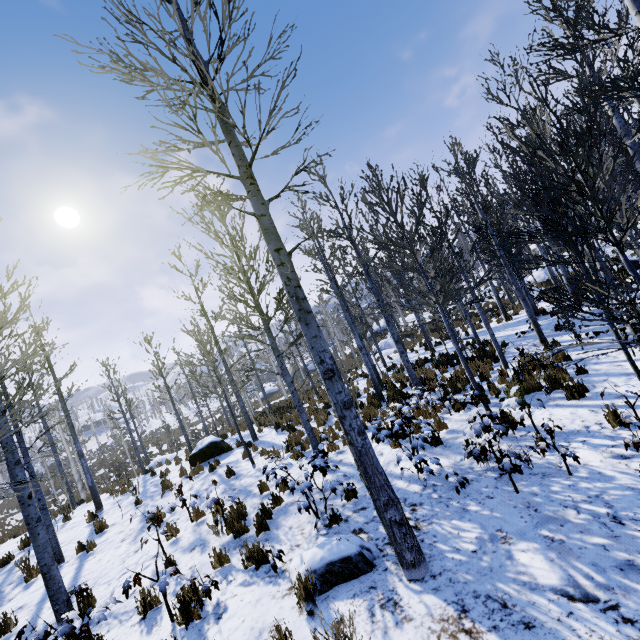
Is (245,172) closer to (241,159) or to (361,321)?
(241,159)

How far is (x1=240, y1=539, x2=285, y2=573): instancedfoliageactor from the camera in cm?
484

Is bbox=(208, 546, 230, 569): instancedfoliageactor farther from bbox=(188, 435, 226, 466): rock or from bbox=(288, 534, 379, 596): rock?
bbox=(288, 534, 379, 596): rock

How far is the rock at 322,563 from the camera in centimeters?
411cm

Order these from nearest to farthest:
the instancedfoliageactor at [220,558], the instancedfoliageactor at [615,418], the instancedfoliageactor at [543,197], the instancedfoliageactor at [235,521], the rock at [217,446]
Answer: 1. the instancedfoliageactor at [543,197]
2. the instancedfoliageactor at [615,418]
3. the instancedfoliageactor at [220,558]
4. the instancedfoliageactor at [235,521]
5. the rock at [217,446]

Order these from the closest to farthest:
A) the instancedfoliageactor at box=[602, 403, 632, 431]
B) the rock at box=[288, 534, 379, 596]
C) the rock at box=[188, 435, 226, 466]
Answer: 1. the rock at box=[288, 534, 379, 596]
2. the instancedfoliageactor at box=[602, 403, 632, 431]
3. the rock at box=[188, 435, 226, 466]
